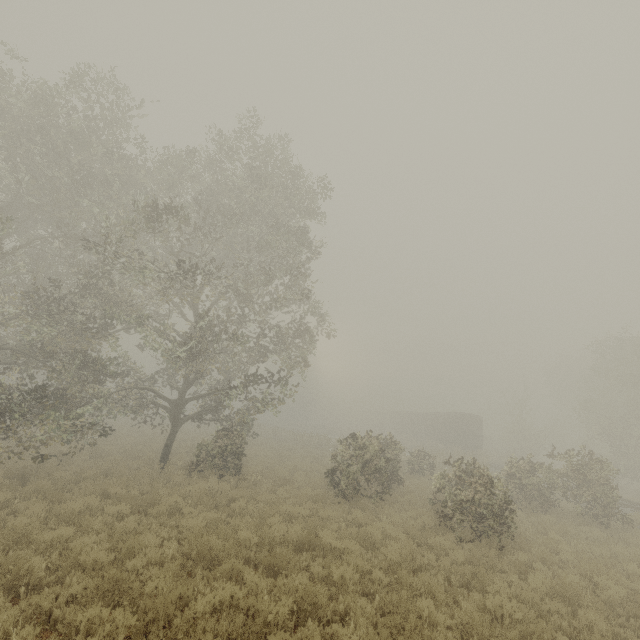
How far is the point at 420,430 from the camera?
46.53m

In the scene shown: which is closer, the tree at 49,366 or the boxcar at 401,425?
the tree at 49,366

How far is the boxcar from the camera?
36.6 meters

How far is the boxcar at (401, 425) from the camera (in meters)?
36.59

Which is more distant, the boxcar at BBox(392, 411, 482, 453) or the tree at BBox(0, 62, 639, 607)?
the boxcar at BBox(392, 411, 482, 453)
